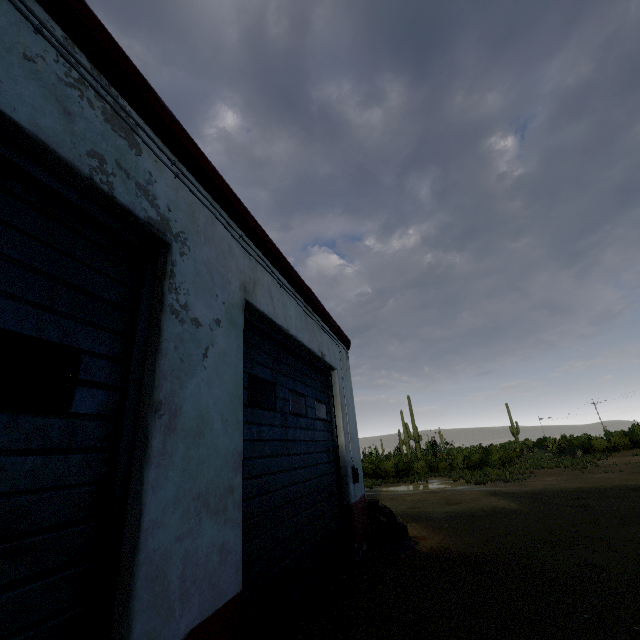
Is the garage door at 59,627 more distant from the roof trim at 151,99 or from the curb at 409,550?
the curb at 409,550

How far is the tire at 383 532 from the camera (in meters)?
6.22

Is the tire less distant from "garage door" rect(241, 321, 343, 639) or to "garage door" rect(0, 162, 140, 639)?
"garage door" rect(241, 321, 343, 639)

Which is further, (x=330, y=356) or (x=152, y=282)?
(x=330, y=356)

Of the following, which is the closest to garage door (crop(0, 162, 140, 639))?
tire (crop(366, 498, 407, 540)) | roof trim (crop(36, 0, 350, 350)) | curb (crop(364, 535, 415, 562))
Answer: roof trim (crop(36, 0, 350, 350))

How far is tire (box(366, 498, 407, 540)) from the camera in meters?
6.2 m

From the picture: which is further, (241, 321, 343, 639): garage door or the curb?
the curb
